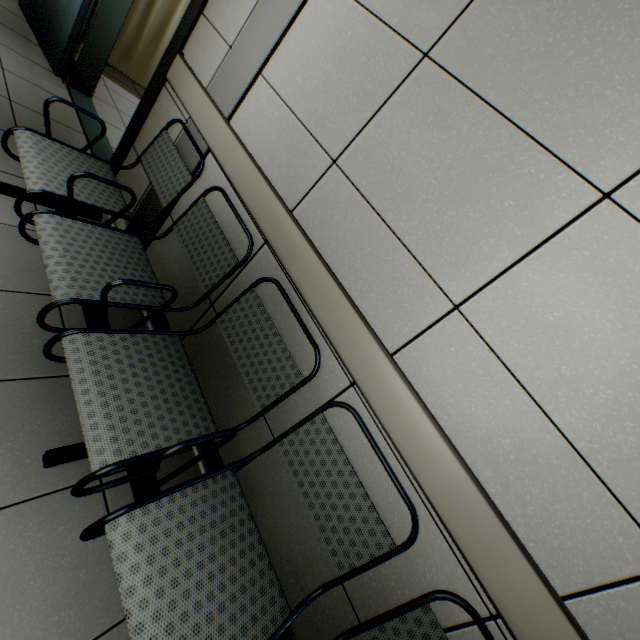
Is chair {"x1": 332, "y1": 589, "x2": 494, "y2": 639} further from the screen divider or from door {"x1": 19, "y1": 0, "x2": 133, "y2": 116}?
the screen divider

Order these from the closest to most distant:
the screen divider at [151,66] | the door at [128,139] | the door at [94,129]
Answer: the door at [128,139] → the door at [94,129] → the screen divider at [151,66]

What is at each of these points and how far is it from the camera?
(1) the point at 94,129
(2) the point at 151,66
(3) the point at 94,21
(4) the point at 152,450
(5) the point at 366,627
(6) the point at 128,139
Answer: (1) door, 3.0m
(2) screen divider, 4.1m
(3) door, 2.9m
(4) chair, 1.1m
(5) chair, 1.1m
(6) door, 2.4m

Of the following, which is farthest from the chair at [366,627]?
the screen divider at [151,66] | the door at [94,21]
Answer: the screen divider at [151,66]

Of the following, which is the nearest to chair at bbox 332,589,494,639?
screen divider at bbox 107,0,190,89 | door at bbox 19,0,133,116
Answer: door at bbox 19,0,133,116

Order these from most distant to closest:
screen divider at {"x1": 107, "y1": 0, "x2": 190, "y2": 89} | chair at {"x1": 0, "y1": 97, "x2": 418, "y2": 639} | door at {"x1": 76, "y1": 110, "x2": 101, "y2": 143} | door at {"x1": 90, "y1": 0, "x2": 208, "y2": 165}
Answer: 1. screen divider at {"x1": 107, "y1": 0, "x2": 190, "y2": 89}
2. door at {"x1": 76, "y1": 110, "x2": 101, "y2": 143}
3. door at {"x1": 90, "y1": 0, "x2": 208, "y2": 165}
4. chair at {"x1": 0, "y1": 97, "x2": 418, "y2": 639}

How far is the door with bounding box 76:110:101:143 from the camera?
2.88m
